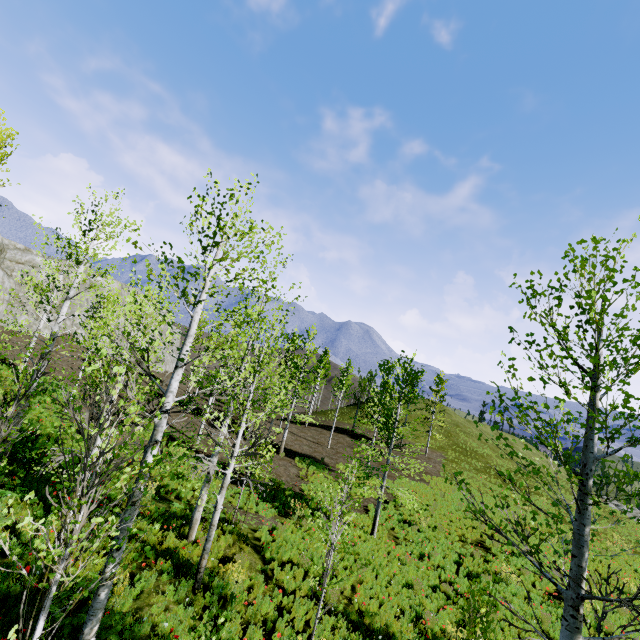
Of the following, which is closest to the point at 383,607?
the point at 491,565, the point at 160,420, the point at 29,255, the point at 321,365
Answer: the point at 491,565

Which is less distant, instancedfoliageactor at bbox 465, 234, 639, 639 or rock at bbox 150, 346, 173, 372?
instancedfoliageactor at bbox 465, 234, 639, 639

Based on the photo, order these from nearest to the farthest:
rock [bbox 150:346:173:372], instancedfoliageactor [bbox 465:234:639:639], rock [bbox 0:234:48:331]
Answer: instancedfoliageactor [bbox 465:234:639:639] < rock [bbox 0:234:48:331] < rock [bbox 150:346:173:372]

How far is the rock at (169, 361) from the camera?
49.23m

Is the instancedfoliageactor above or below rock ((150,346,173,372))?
above

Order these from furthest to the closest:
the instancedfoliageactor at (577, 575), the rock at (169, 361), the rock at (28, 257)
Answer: the rock at (169, 361) < the rock at (28, 257) < the instancedfoliageactor at (577, 575)

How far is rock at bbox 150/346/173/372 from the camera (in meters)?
49.23
